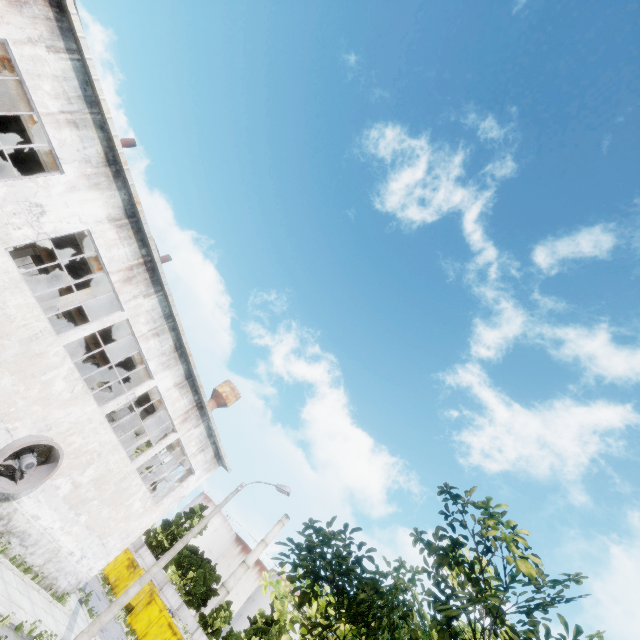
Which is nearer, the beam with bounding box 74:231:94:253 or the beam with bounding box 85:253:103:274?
the beam with bounding box 74:231:94:253

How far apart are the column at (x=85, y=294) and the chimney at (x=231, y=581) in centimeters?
6471cm

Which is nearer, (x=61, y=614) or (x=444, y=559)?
(x=444, y=559)

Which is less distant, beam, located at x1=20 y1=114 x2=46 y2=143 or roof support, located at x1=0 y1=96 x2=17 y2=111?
beam, located at x1=20 y1=114 x2=46 y2=143

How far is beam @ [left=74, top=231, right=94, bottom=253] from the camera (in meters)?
14.82

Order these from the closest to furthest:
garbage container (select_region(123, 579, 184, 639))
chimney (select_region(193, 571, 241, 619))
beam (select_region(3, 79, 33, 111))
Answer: beam (select_region(3, 79, 33, 111)), garbage container (select_region(123, 579, 184, 639)), chimney (select_region(193, 571, 241, 619))

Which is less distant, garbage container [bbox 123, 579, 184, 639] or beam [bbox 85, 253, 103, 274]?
beam [bbox 85, 253, 103, 274]

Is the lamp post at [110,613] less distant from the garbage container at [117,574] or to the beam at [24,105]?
the beam at [24,105]
